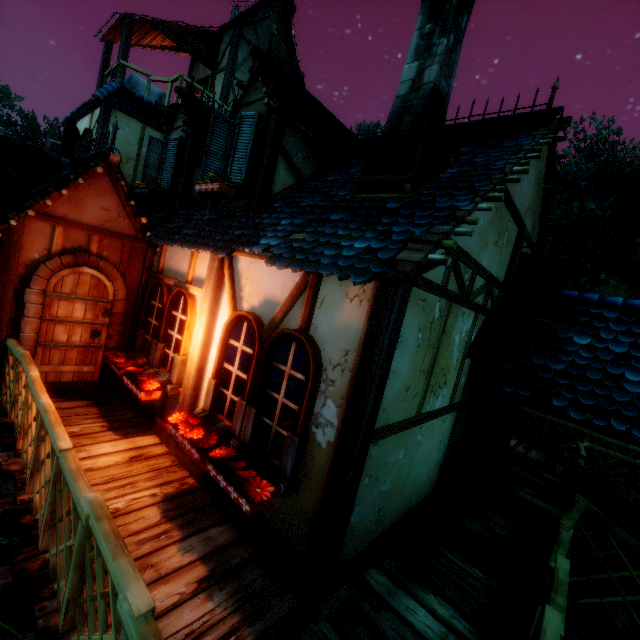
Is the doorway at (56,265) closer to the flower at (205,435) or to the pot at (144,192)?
the pot at (144,192)

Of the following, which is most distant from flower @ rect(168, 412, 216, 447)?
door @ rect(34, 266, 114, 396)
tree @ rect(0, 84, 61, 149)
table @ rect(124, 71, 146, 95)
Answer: tree @ rect(0, 84, 61, 149)

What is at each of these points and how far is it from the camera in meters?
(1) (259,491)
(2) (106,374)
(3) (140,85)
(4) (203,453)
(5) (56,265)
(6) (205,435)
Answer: (1) flower, 3.0
(2) doorway, 5.9
(3) table, 10.7
(4) pot, 3.5
(5) doorway, 5.0
(6) flower, 3.6

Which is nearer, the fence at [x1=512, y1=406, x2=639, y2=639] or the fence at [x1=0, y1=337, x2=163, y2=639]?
the fence at [x1=0, y1=337, x2=163, y2=639]

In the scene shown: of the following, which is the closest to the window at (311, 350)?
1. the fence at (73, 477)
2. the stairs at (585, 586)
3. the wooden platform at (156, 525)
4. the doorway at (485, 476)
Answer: the wooden platform at (156, 525)

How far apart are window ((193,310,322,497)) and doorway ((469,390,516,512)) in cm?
343

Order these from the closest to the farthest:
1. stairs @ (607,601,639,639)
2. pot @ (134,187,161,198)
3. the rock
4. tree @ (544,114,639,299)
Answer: stairs @ (607,601,639,639)
pot @ (134,187,161,198)
the rock
tree @ (544,114,639,299)

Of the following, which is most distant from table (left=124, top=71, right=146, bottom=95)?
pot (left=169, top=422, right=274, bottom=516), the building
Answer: pot (left=169, top=422, right=274, bottom=516)
